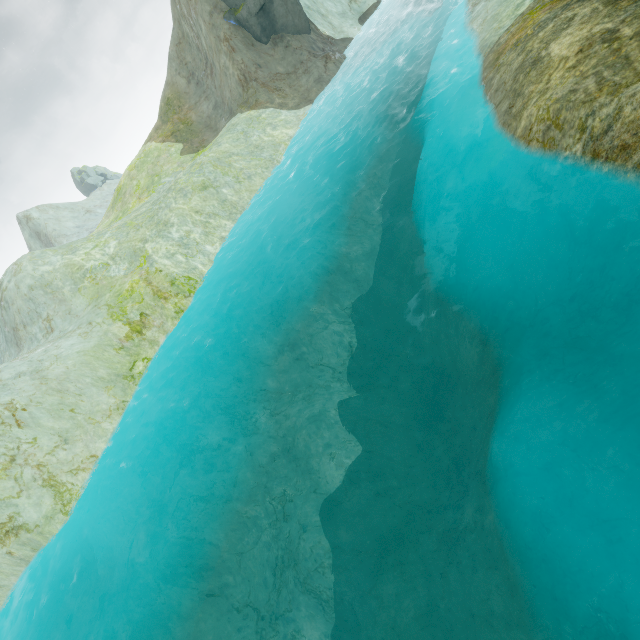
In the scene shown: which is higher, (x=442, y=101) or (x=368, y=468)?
(x=442, y=101)
